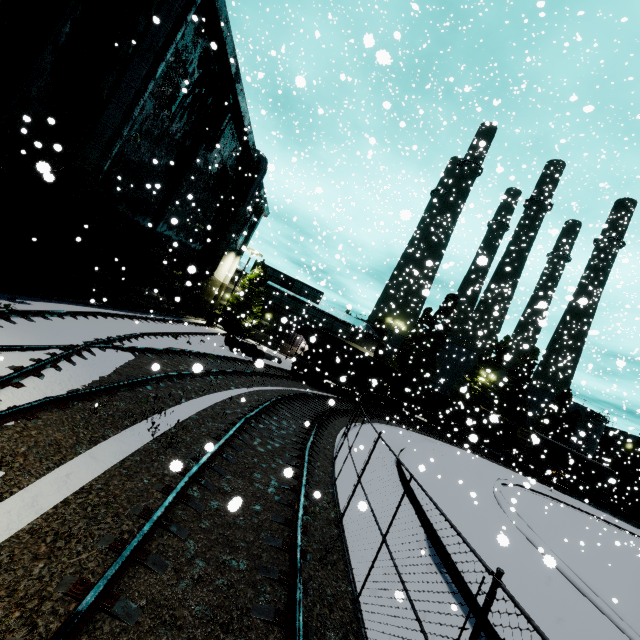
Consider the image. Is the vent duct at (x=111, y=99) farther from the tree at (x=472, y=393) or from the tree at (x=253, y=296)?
the tree at (x=472, y=393)

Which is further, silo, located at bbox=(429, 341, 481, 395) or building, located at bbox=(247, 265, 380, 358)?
silo, located at bbox=(429, 341, 481, 395)

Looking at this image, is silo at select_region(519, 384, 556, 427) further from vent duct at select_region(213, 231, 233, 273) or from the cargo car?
vent duct at select_region(213, 231, 233, 273)

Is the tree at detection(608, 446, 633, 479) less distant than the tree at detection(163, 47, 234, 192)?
No

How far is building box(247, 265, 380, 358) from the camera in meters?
42.6

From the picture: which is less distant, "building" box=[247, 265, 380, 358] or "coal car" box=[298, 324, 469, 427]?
"coal car" box=[298, 324, 469, 427]

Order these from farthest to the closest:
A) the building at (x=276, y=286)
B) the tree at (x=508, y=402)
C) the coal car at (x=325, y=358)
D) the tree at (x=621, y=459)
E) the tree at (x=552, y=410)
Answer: the tree at (x=621, y=459)
the tree at (x=552, y=410)
the tree at (x=508, y=402)
the building at (x=276, y=286)
the coal car at (x=325, y=358)

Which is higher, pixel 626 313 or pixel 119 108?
pixel 626 313
